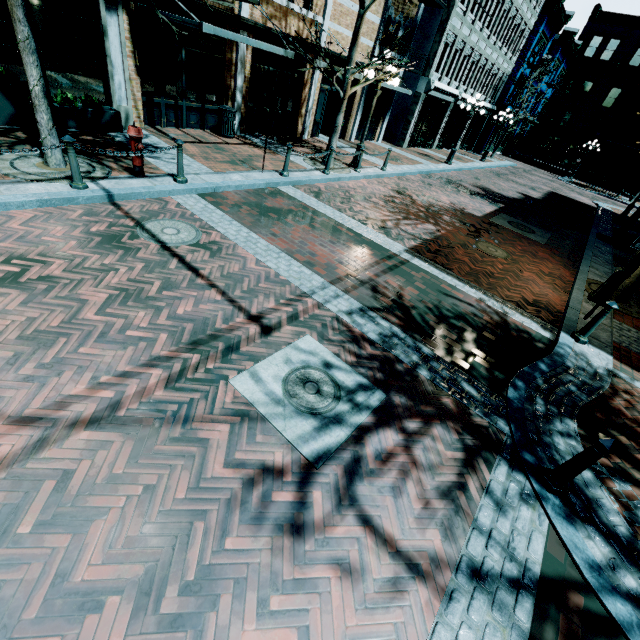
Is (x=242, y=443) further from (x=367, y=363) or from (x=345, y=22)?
(x=345, y=22)

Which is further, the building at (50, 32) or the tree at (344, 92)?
the tree at (344, 92)

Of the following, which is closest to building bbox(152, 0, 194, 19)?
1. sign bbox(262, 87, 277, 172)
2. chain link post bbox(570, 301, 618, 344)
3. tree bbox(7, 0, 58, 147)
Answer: tree bbox(7, 0, 58, 147)

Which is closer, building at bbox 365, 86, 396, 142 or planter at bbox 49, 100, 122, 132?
planter at bbox 49, 100, 122, 132

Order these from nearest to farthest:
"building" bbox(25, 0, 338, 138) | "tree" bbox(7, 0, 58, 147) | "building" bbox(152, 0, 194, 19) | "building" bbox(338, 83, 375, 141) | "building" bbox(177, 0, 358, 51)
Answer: "tree" bbox(7, 0, 58, 147)
"building" bbox(25, 0, 338, 138)
"building" bbox(152, 0, 194, 19)
"building" bbox(177, 0, 358, 51)
"building" bbox(338, 83, 375, 141)

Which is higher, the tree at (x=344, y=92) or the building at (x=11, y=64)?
the tree at (x=344, y=92)

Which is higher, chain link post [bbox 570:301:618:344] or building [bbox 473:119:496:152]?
building [bbox 473:119:496:152]

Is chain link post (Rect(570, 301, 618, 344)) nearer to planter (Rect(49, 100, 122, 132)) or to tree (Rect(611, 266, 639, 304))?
tree (Rect(611, 266, 639, 304))
